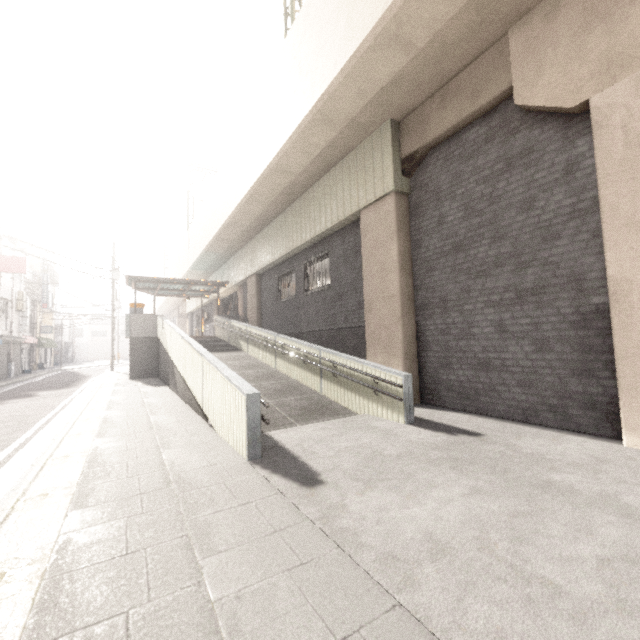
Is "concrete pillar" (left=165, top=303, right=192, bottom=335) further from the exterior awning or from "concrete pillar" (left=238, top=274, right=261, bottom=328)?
"concrete pillar" (left=238, top=274, right=261, bottom=328)

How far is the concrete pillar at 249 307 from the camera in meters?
16.4 m

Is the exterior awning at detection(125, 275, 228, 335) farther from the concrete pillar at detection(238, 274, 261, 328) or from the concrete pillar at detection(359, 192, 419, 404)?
the concrete pillar at detection(359, 192, 419, 404)

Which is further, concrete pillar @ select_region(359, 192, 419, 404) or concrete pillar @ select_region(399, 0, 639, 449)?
concrete pillar @ select_region(359, 192, 419, 404)

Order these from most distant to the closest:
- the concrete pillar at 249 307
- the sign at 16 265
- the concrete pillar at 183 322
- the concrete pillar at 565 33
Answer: the concrete pillar at 183 322 → the sign at 16 265 → the concrete pillar at 249 307 → the concrete pillar at 565 33

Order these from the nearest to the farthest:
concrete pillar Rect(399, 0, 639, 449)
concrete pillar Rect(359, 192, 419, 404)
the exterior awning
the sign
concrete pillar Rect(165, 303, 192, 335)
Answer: concrete pillar Rect(399, 0, 639, 449)
concrete pillar Rect(359, 192, 419, 404)
the exterior awning
the sign
concrete pillar Rect(165, 303, 192, 335)

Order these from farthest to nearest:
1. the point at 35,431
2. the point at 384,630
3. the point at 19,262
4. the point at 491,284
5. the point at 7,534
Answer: the point at 19,262, the point at 35,431, the point at 491,284, the point at 7,534, the point at 384,630

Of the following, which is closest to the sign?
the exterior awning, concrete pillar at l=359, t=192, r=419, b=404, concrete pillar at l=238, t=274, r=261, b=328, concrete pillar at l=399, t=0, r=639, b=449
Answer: the exterior awning
